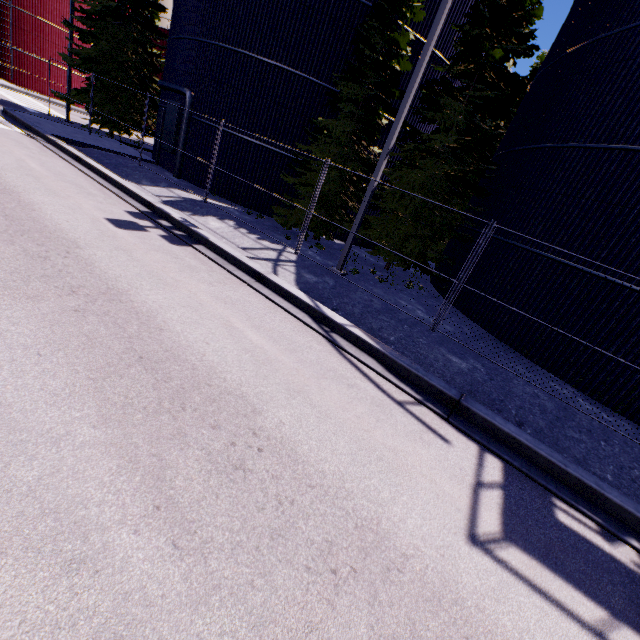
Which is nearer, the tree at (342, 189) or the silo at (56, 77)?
the tree at (342, 189)

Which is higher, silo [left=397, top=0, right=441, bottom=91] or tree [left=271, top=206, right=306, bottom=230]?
silo [left=397, top=0, right=441, bottom=91]

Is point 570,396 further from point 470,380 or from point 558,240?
point 558,240

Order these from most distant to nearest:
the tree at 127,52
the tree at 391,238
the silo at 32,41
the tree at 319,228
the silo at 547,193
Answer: the silo at 32,41 → the tree at 127,52 → the tree at 319,228 → the tree at 391,238 → the silo at 547,193

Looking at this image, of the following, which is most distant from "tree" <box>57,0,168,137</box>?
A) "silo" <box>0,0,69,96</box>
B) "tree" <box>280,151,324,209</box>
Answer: "tree" <box>280,151,324,209</box>

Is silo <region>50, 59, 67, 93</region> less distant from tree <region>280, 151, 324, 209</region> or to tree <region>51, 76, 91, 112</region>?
tree <region>280, 151, 324, 209</region>

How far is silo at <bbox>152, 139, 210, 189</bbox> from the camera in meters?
16.0 m
